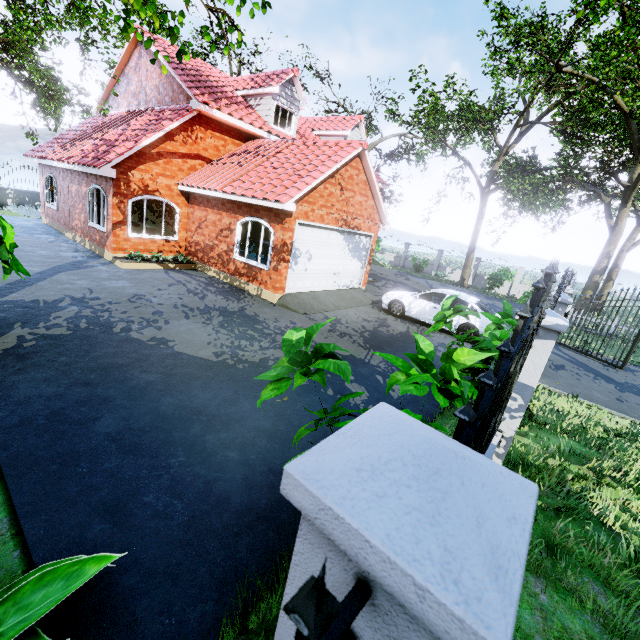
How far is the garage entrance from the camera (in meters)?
10.98

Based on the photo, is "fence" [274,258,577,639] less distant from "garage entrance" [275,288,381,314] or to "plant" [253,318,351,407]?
"plant" [253,318,351,407]

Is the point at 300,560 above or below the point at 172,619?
above

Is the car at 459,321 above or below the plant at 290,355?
below

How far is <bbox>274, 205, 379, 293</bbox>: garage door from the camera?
10.8 meters

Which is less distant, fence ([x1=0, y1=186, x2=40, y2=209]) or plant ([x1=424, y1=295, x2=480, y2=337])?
plant ([x1=424, y1=295, x2=480, y2=337])

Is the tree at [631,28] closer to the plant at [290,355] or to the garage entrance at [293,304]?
the plant at [290,355]

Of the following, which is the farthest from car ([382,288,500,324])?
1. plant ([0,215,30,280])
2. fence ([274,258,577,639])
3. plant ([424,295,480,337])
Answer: plant ([0,215,30,280])
